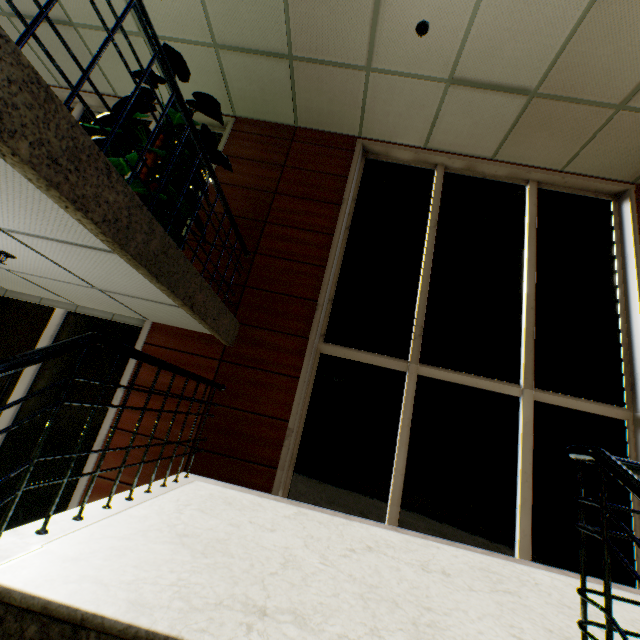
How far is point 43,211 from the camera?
1.7m

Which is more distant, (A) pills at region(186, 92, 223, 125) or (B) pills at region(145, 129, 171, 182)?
(A) pills at region(186, 92, 223, 125)

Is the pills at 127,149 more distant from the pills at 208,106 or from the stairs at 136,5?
the stairs at 136,5

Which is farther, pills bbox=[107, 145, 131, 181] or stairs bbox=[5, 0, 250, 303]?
pills bbox=[107, 145, 131, 181]

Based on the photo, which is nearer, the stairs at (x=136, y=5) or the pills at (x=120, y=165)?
the stairs at (x=136, y=5)

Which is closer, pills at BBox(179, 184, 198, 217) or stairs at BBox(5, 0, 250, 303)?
stairs at BBox(5, 0, 250, 303)

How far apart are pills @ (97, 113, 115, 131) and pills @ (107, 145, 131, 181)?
0.2m

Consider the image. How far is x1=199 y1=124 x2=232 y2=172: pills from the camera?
3.9m
